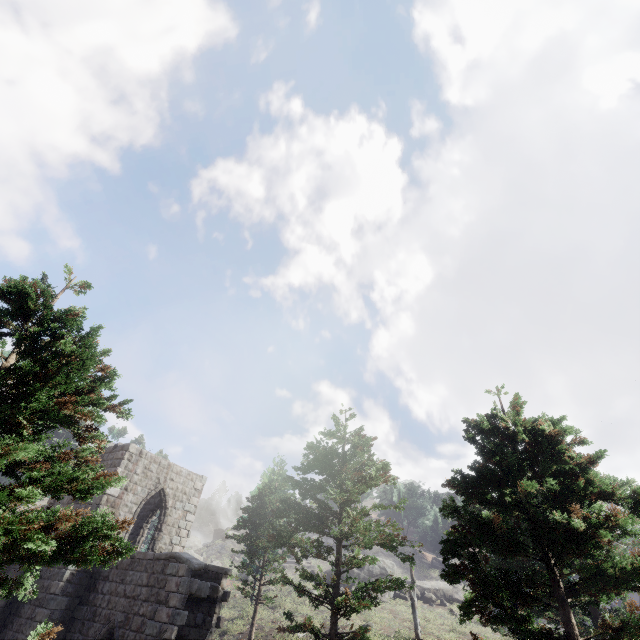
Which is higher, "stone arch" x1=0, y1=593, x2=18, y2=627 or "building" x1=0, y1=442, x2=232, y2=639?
"stone arch" x1=0, y1=593, x2=18, y2=627

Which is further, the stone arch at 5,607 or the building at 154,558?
the stone arch at 5,607

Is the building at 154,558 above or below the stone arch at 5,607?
below

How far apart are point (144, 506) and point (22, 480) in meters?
21.0 m

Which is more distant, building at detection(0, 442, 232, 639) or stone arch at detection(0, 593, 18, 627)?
stone arch at detection(0, 593, 18, 627)
